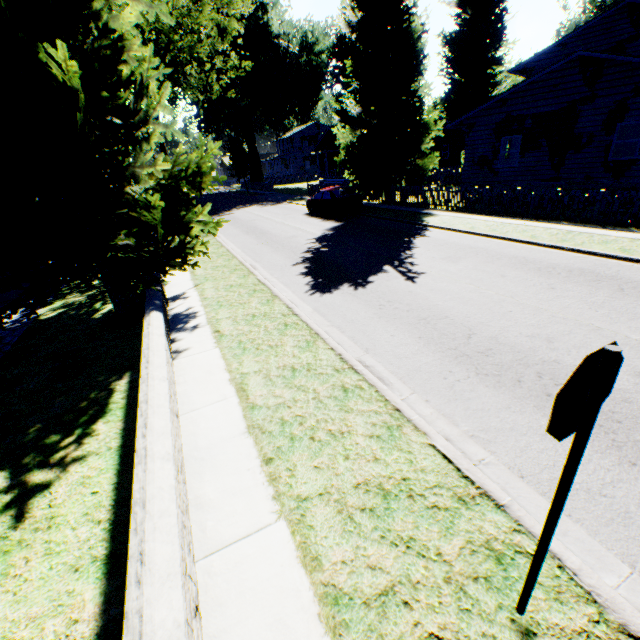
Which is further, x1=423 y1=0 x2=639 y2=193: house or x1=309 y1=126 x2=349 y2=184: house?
x1=309 y1=126 x2=349 y2=184: house

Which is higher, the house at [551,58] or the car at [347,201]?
the house at [551,58]

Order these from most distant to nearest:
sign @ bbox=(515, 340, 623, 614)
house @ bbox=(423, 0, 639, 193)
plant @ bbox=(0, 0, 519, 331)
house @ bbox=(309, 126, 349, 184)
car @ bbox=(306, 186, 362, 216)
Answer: house @ bbox=(309, 126, 349, 184), car @ bbox=(306, 186, 362, 216), house @ bbox=(423, 0, 639, 193), plant @ bbox=(0, 0, 519, 331), sign @ bbox=(515, 340, 623, 614)

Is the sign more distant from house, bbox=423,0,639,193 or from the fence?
house, bbox=423,0,639,193

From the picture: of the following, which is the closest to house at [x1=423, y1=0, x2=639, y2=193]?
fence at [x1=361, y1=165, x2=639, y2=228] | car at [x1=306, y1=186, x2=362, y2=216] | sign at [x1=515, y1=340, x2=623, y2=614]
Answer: fence at [x1=361, y1=165, x2=639, y2=228]

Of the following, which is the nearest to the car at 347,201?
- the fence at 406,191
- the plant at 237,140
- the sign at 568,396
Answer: the plant at 237,140

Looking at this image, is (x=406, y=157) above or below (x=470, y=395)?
above

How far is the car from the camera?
19.8m
